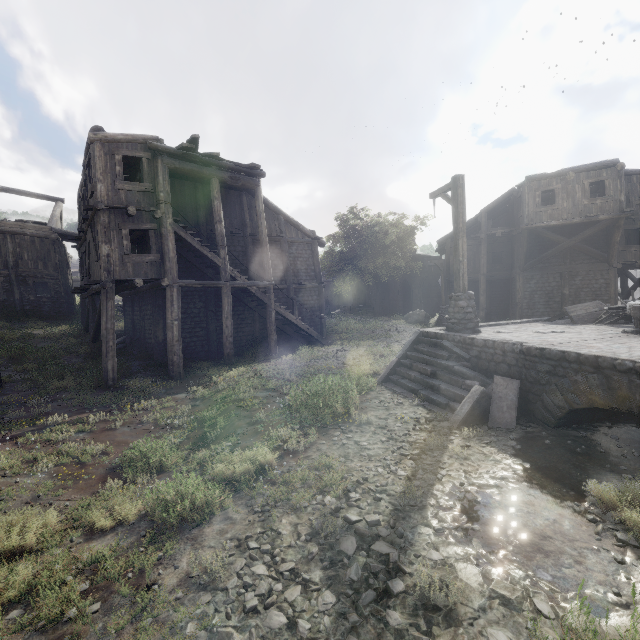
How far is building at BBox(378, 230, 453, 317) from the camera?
26.3m

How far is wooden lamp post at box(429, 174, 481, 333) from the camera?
9.7m

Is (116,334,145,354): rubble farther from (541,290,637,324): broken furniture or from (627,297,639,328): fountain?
(627,297,639,328): fountain

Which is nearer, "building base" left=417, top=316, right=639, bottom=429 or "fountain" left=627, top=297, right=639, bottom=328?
"building base" left=417, top=316, right=639, bottom=429

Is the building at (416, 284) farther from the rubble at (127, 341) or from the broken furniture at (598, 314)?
the broken furniture at (598, 314)

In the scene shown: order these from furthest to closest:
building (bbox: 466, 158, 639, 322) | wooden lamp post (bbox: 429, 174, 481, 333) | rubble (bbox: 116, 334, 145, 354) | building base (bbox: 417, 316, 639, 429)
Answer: building (bbox: 466, 158, 639, 322)
rubble (bbox: 116, 334, 145, 354)
wooden lamp post (bbox: 429, 174, 481, 333)
building base (bbox: 417, 316, 639, 429)

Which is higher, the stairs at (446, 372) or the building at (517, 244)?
the building at (517, 244)

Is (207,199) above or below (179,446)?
above
